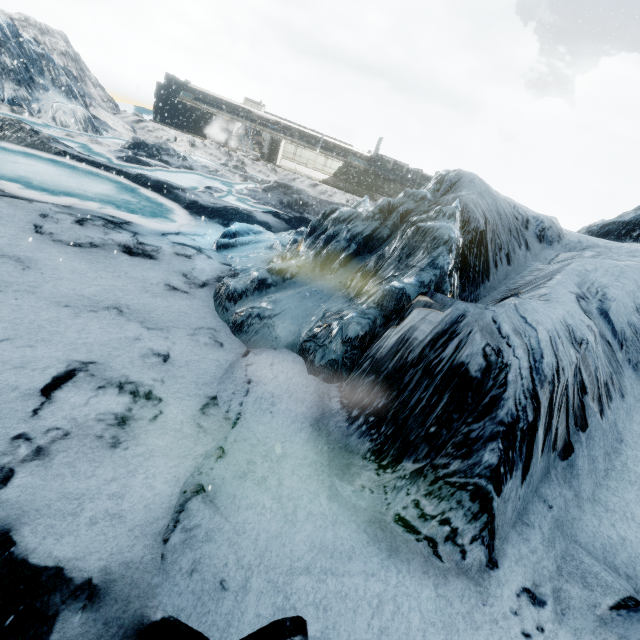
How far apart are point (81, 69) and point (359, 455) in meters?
40.8 m
